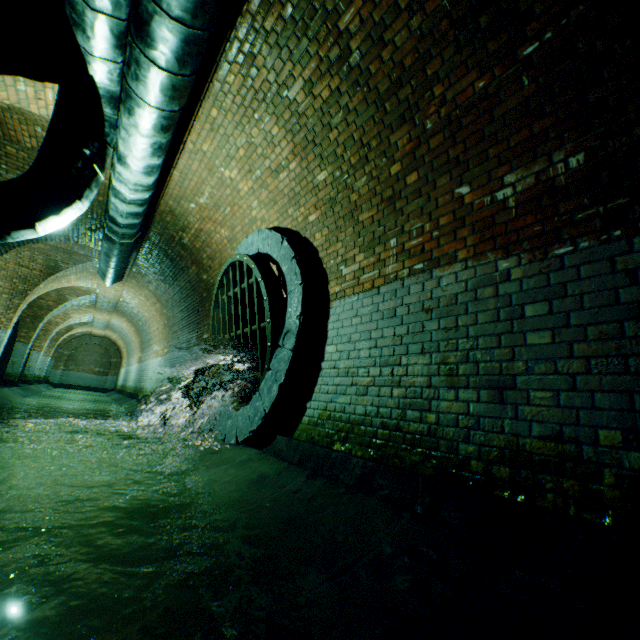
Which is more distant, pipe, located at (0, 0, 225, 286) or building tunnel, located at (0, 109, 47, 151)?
building tunnel, located at (0, 109, 47, 151)

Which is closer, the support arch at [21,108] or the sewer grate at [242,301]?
the support arch at [21,108]

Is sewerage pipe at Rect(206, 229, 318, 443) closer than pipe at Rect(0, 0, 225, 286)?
No

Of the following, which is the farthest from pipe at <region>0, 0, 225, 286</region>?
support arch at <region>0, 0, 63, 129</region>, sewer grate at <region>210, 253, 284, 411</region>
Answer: sewer grate at <region>210, 253, 284, 411</region>

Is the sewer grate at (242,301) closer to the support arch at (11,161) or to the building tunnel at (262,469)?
the building tunnel at (262,469)

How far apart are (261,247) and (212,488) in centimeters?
346cm

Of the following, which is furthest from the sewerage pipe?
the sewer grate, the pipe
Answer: the pipe

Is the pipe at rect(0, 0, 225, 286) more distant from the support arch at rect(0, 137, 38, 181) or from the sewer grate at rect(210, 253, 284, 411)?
the sewer grate at rect(210, 253, 284, 411)
